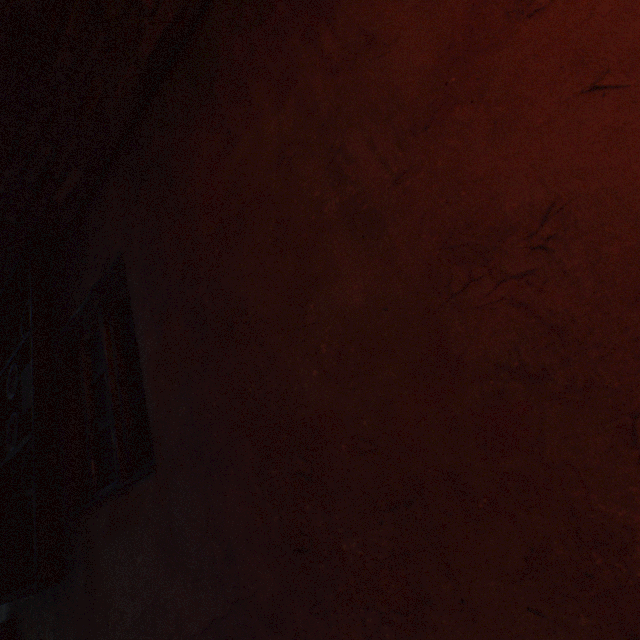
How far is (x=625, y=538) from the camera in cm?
60

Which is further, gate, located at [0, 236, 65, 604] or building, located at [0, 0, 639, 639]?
gate, located at [0, 236, 65, 604]

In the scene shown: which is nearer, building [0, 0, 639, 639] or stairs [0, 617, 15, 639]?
building [0, 0, 639, 639]

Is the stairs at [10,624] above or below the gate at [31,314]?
below

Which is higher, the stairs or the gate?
the gate

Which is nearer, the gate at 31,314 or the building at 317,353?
the building at 317,353
